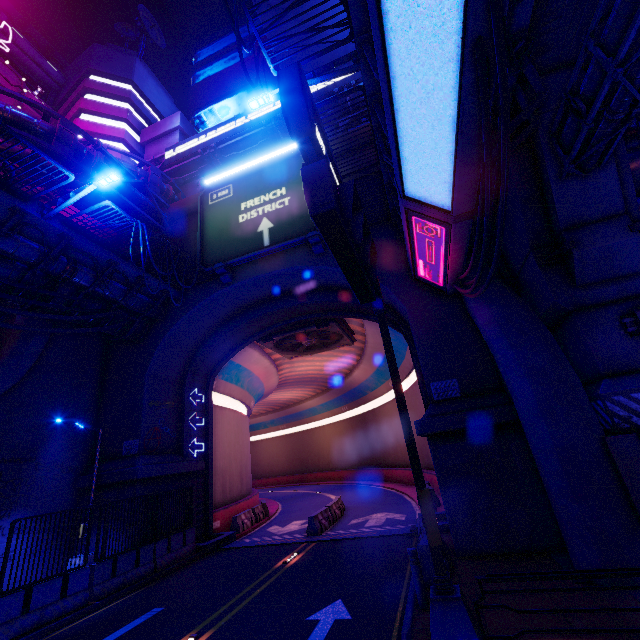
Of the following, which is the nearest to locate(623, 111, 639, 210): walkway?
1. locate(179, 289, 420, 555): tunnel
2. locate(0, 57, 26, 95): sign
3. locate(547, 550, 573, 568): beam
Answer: locate(179, 289, 420, 555): tunnel

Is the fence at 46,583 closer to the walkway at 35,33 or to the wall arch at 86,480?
the wall arch at 86,480

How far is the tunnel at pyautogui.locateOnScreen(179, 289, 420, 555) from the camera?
17.44m

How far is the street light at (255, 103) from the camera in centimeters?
908cm

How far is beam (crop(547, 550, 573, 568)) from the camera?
7.8 meters

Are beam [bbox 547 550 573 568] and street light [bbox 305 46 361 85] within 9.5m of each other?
no

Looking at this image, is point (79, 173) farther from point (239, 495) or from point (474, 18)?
point (239, 495)

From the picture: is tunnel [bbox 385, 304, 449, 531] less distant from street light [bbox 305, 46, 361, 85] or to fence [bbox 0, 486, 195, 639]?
fence [bbox 0, 486, 195, 639]
